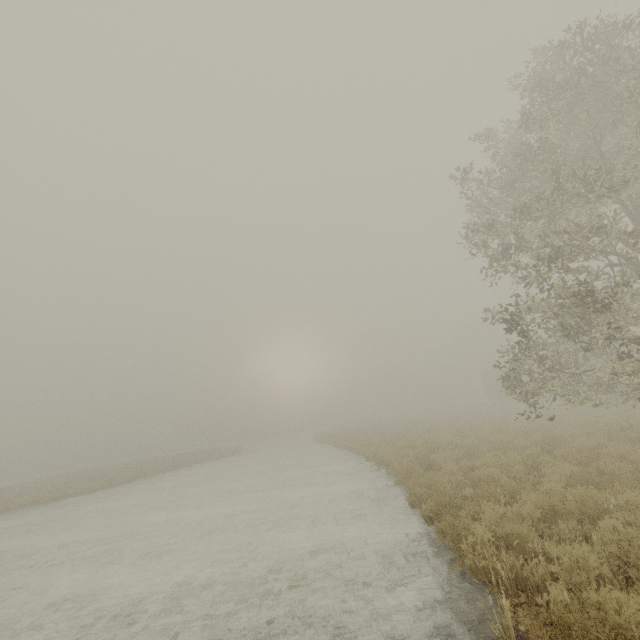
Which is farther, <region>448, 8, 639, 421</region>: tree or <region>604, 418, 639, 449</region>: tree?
<region>604, 418, 639, 449</region>: tree

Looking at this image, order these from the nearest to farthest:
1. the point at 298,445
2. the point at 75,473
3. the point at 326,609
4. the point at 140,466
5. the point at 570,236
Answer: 1. the point at 326,609
2. the point at 570,236
3. the point at 140,466
4. the point at 75,473
5. the point at 298,445

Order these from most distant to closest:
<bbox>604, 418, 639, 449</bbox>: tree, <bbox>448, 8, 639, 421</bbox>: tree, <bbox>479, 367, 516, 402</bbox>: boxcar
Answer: <bbox>479, 367, 516, 402</bbox>: boxcar → <bbox>604, 418, 639, 449</bbox>: tree → <bbox>448, 8, 639, 421</bbox>: tree

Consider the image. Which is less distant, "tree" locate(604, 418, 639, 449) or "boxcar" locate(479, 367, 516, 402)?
"tree" locate(604, 418, 639, 449)

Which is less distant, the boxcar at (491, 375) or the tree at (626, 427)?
the tree at (626, 427)

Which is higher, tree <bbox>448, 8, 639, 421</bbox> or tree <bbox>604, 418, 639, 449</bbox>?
tree <bbox>448, 8, 639, 421</bbox>

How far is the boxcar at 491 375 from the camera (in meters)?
42.53
